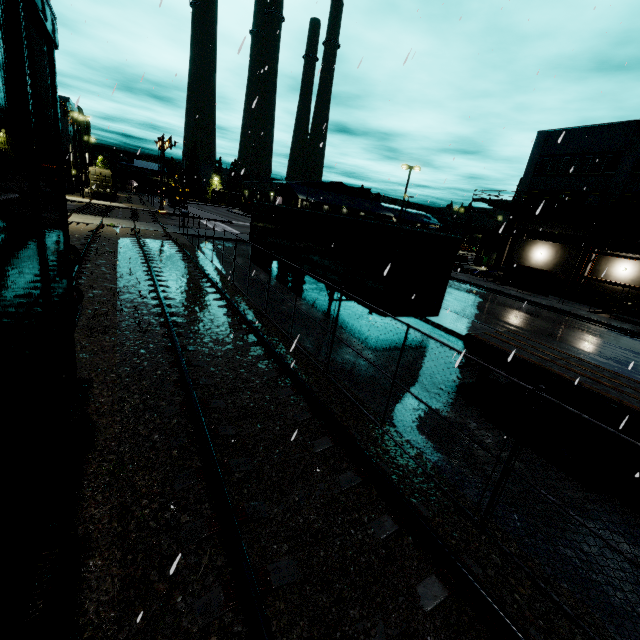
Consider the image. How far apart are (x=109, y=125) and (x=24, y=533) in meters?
11.8 m

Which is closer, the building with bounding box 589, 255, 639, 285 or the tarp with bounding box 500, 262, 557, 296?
the tarp with bounding box 500, 262, 557, 296

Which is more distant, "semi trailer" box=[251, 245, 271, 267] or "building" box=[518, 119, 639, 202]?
"building" box=[518, 119, 639, 202]

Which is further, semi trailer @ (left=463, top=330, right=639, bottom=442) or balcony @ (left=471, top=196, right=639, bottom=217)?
balcony @ (left=471, top=196, right=639, bottom=217)

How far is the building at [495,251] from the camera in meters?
30.5

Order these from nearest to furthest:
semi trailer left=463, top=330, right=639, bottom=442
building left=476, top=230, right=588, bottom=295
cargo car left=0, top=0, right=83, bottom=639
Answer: cargo car left=0, top=0, right=83, bottom=639 < semi trailer left=463, top=330, right=639, bottom=442 < building left=476, top=230, right=588, bottom=295

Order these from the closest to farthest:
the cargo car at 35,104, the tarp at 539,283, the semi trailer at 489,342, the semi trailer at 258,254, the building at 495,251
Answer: the cargo car at 35,104
the semi trailer at 489,342
the semi trailer at 258,254
the tarp at 539,283
the building at 495,251
